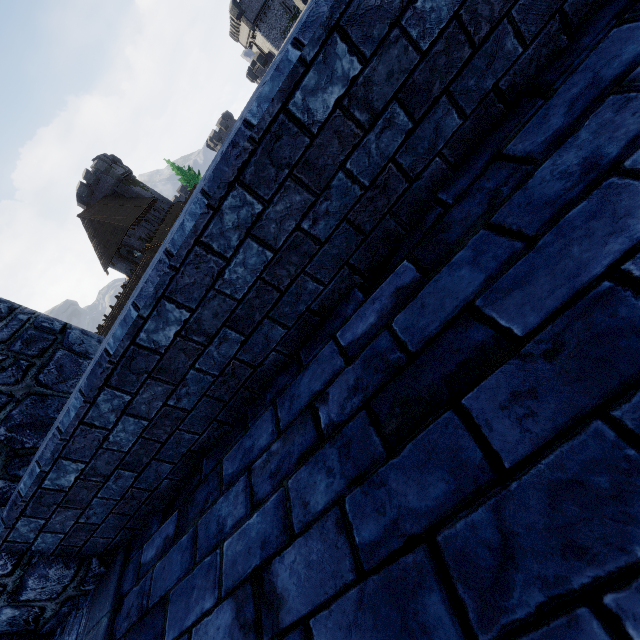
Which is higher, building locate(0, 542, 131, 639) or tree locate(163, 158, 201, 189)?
tree locate(163, 158, 201, 189)

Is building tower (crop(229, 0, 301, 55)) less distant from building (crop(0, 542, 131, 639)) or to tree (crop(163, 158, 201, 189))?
tree (crop(163, 158, 201, 189))

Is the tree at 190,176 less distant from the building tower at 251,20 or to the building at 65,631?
Result: the building tower at 251,20

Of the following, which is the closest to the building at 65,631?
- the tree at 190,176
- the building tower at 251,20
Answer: the tree at 190,176

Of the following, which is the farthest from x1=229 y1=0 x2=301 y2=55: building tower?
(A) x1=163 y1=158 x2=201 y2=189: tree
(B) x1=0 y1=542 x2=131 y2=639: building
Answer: (B) x1=0 y1=542 x2=131 y2=639: building

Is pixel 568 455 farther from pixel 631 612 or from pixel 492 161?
pixel 492 161
